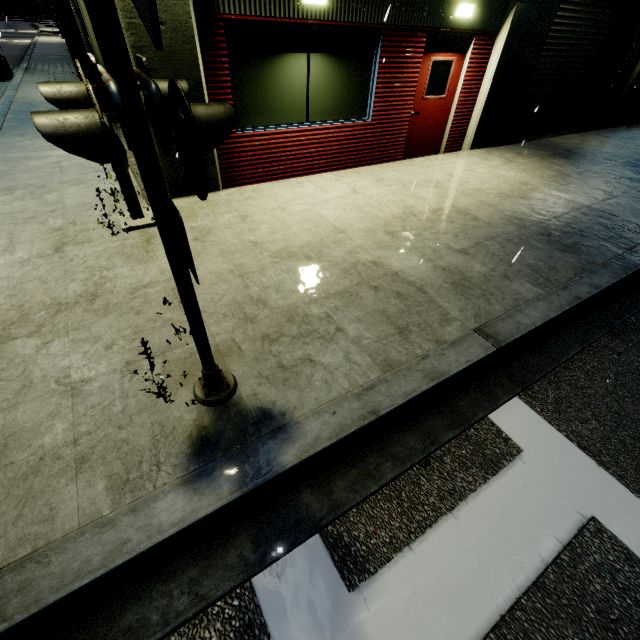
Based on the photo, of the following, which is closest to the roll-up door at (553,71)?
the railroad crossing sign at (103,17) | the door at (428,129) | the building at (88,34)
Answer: the building at (88,34)

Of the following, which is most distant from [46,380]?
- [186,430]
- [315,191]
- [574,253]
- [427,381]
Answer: [574,253]

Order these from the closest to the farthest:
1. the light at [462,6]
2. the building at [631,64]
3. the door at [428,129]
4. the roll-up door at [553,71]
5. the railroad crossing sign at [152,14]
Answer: the railroad crossing sign at [152,14] → the light at [462,6] → the door at [428,129] → the roll-up door at [553,71] → the building at [631,64]

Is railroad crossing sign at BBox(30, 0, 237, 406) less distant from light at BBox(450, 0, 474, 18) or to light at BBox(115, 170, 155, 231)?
light at BBox(115, 170, 155, 231)

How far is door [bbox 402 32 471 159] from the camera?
7.1m

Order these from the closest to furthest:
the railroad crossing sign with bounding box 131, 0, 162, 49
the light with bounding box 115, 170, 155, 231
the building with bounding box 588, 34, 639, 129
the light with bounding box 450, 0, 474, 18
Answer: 1. the railroad crossing sign with bounding box 131, 0, 162, 49
2. the light with bounding box 115, 170, 155, 231
3. the light with bounding box 450, 0, 474, 18
4. the building with bounding box 588, 34, 639, 129

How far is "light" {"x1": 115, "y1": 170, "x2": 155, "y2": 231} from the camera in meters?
4.6 m

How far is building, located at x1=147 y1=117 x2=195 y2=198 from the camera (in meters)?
5.15
